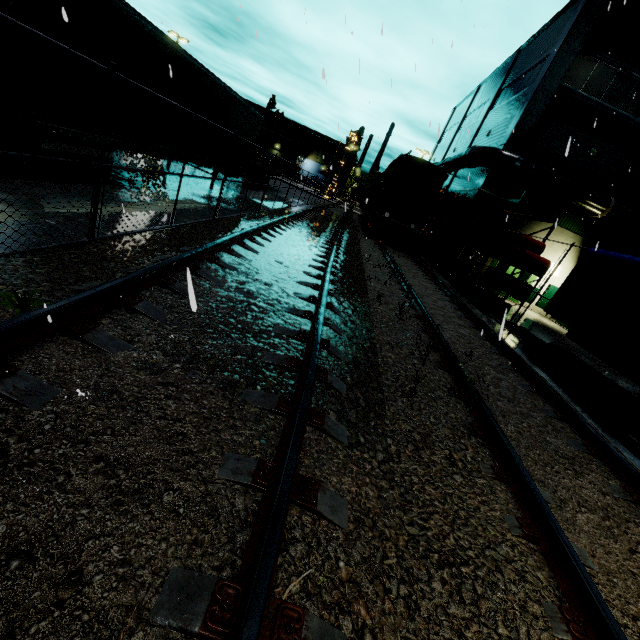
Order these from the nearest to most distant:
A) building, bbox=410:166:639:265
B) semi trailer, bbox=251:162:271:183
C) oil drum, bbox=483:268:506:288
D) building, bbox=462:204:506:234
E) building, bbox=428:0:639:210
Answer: oil drum, bbox=483:268:506:288 < building, bbox=428:0:639:210 < building, bbox=410:166:639:265 < building, bbox=462:204:506:234 < semi trailer, bbox=251:162:271:183

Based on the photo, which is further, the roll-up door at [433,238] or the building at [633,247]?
the roll-up door at [433,238]

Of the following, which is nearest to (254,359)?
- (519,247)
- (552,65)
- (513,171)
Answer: (519,247)

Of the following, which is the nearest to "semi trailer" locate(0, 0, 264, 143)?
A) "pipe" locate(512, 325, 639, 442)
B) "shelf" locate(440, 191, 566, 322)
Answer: "pipe" locate(512, 325, 639, 442)

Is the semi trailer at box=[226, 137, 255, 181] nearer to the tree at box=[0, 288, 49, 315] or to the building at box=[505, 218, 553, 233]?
the building at box=[505, 218, 553, 233]

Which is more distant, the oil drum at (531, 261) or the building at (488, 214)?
the building at (488, 214)

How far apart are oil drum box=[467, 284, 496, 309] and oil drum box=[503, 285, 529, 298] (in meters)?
0.37

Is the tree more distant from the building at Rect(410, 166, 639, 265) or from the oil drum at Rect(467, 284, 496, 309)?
the oil drum at Rect(467, 284, 496, 309)
